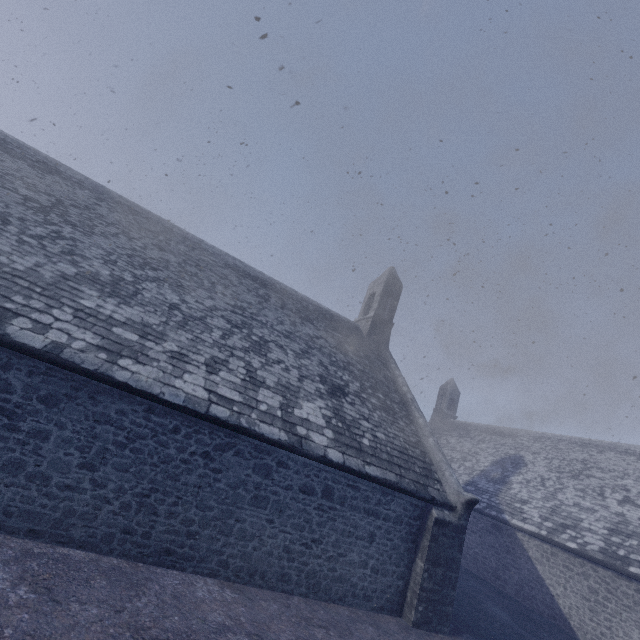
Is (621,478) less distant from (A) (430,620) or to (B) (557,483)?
(B) (557,483)
